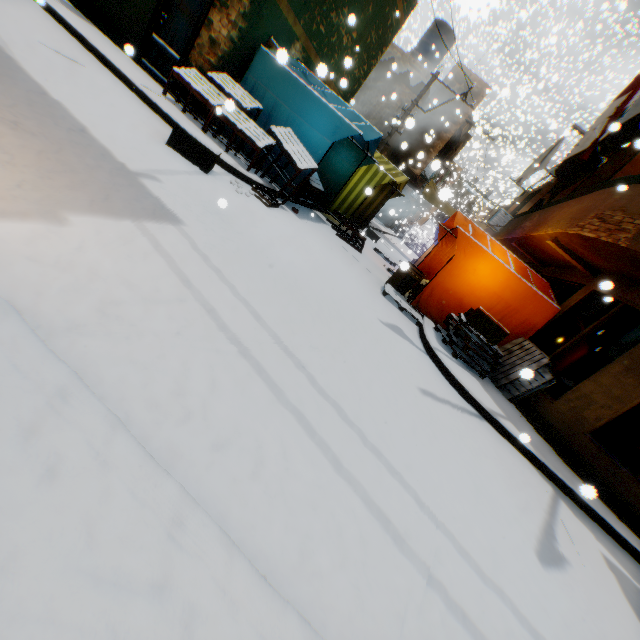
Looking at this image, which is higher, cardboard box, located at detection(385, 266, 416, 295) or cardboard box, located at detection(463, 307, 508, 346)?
cardboard box, located at detection(463, 307, 508, 346)

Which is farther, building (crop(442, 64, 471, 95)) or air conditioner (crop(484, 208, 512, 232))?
building (crop(442, 64, 471, 95))

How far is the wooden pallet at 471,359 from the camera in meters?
6.4 m

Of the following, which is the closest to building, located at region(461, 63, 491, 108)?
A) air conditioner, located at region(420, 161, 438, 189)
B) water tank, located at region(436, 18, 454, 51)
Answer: air conditioner, located at region(420, 161, 438, 189)

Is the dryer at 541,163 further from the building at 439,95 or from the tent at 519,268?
the tent at 519,268

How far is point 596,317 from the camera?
7.0 meters

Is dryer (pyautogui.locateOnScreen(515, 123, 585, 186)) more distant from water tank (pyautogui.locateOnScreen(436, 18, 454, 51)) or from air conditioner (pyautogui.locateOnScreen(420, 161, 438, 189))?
water tank (pyautogui.locateOnScreen(436, 18, 454, 51))

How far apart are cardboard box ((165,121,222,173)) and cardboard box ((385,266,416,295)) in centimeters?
508cm
